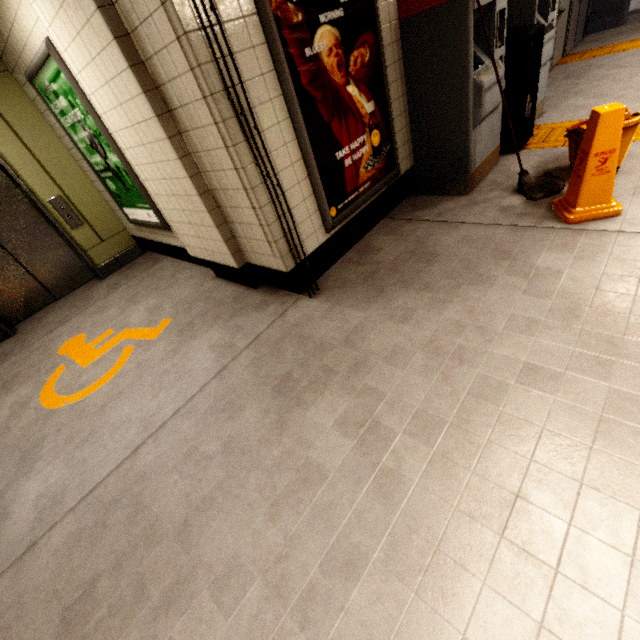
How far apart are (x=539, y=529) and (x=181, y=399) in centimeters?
229cm

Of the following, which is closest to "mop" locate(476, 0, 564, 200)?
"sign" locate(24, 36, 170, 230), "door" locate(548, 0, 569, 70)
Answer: "sign" locate(24, 36, 170, 230)

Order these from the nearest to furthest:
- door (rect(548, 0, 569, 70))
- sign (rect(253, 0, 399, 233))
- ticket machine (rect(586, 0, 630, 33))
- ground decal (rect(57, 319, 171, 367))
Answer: sign (rect(253, 0, 399, 233))
ground decal (rect(57, 319, 171, 367))
door (rect(548, 0, 569, 70))
ticket machine (rect(586, 0, 630, 33))

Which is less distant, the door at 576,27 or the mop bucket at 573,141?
the mop bucket at 573,141

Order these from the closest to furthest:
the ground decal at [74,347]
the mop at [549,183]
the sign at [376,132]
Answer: the sign at [376,132] < the mop at [549,183] < the ground decal at [74,347]

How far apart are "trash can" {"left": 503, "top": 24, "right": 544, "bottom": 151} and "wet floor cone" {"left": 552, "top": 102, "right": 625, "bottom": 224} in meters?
1.5

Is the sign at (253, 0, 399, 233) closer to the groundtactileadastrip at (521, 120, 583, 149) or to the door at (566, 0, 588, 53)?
the groundtactileadastrip at (521, 120, 583, 149)

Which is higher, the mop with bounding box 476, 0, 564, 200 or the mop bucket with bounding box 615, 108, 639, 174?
the mop bucket with bounding box 615, 108, 639, 174
